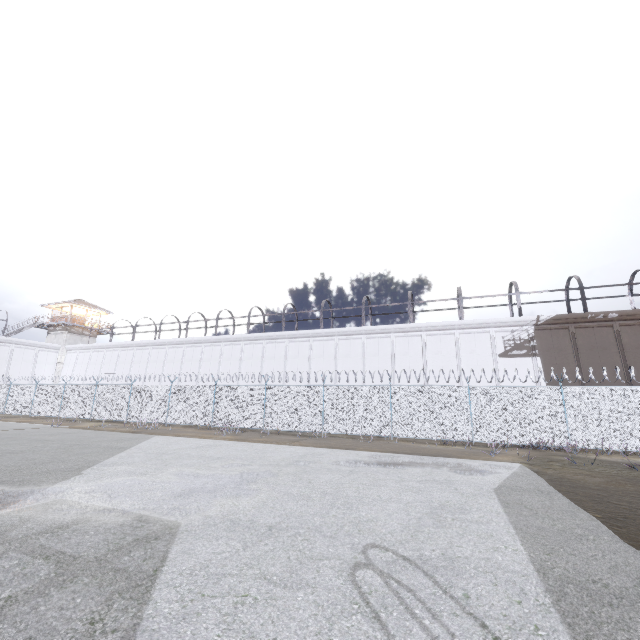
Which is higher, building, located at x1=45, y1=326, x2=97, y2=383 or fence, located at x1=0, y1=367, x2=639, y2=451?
building, located at x1=45, y1=326, x2=97, y2=383

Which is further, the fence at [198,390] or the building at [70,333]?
the building at [70,333]

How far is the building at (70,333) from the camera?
41.40m

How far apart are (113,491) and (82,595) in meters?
4.2 m

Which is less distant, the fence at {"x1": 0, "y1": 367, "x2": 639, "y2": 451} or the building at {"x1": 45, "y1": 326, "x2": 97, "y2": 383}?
the fence at {"x1": 0, "y1": 367, "x2": 639, "y2": 451}

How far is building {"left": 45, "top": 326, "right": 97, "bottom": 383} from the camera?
41.4m
